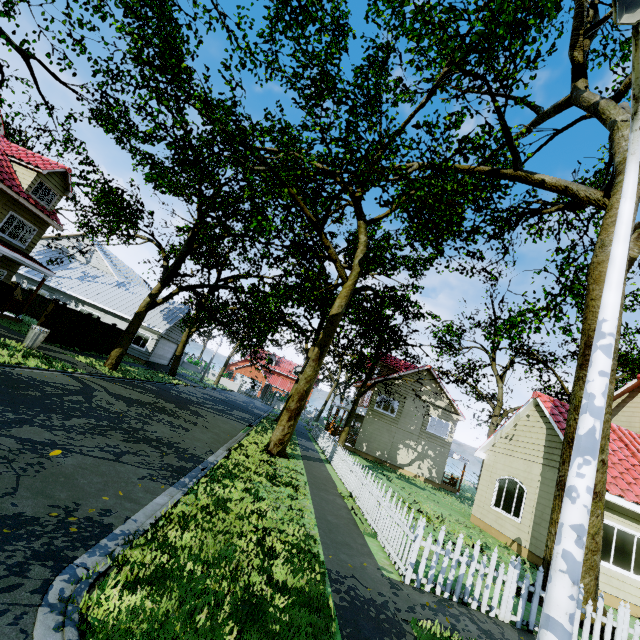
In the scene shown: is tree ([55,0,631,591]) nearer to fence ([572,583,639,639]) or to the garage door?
fence ([572,583,639,639])

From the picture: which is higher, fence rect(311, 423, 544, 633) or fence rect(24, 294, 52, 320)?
fence rect(24, 294, 52, 320)

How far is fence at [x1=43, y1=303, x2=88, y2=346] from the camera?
16.69m

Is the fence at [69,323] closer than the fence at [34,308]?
Yes

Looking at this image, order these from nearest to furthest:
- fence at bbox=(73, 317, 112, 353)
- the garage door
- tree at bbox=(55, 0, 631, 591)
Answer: tree at bbox=(55, 0, 631, 591) < fence at bbox=(73, 317, 112, 353) < the garage door

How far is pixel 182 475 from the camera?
6.9 meters

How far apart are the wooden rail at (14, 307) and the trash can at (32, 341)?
6.5 meters

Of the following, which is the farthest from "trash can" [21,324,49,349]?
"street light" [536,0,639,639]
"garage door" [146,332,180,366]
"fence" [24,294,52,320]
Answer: "street light" [536,0,639,639]
